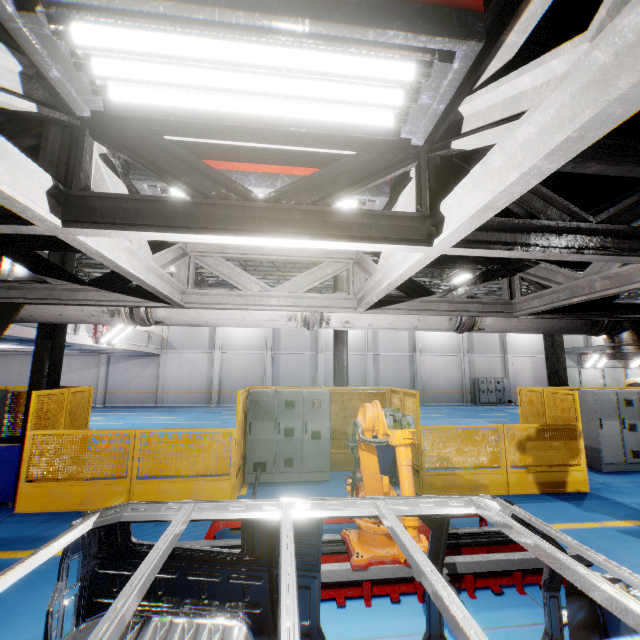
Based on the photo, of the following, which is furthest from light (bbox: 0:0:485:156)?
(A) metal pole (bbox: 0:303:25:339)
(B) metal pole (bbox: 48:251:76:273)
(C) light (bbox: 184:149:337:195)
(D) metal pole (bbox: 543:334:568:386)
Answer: (D) metal pole (bbox: 543:334:568:386)

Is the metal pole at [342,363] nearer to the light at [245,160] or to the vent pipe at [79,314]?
the vent pipe at [79,314]

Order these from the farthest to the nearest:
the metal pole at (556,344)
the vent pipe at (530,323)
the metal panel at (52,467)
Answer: the metal pole at (556,344) → the metal panel at (52,467) → the vent pipe at (530,323)

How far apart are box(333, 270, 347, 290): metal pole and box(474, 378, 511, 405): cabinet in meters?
19.4 m

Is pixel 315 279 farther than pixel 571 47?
Yes

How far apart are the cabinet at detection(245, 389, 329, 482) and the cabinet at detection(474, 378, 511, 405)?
21.3m

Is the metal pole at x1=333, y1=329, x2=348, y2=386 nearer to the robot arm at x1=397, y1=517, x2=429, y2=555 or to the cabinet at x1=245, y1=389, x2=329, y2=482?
the cabinet at x1=245, y1=389, x2=329, y2=482

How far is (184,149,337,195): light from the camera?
1.98m
